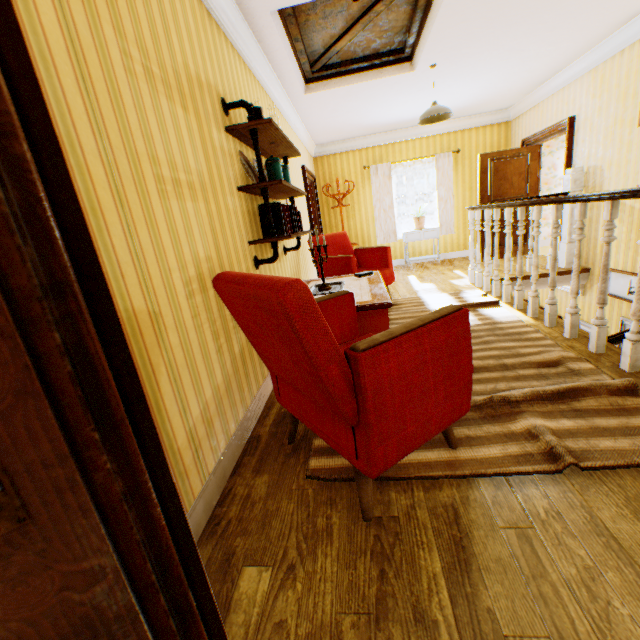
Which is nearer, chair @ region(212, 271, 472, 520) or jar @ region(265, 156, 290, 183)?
chair @ region(212, 271, 472, 520)

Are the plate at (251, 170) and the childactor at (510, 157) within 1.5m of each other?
no

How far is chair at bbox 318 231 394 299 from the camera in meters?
4.5

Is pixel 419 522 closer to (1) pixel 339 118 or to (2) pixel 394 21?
(2) pixel 394 21

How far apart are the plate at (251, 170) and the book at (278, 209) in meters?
0.2 m

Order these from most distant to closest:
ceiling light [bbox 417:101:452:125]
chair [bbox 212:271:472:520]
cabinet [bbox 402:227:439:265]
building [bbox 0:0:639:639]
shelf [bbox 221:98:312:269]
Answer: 1. cabinet [bbox 402:227:439:265]
2. ceiling light [bbox 417:101:452:125]
3. shelf [bbox 221:98:312:269]
4. chair [bbox 212:271:472:520]
5. building [bbox 0:0:639:639]

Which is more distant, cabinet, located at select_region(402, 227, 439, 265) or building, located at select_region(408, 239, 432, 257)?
building, located at select_region(408, 239, 432, 257)

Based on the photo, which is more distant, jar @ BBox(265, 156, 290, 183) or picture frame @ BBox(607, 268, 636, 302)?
picture frame @ BBox(607, 268, 636, 302)
